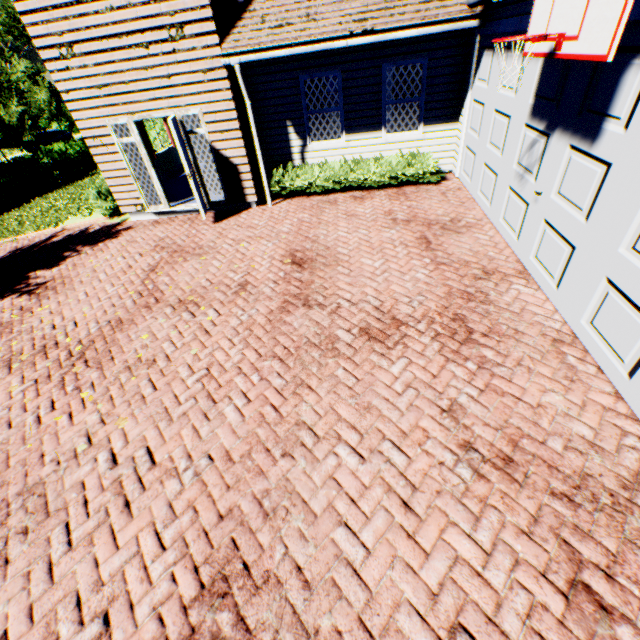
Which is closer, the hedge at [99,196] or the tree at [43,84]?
the hedge at [99,196]

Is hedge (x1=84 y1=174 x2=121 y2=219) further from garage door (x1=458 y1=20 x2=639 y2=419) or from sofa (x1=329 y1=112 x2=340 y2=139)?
garage door (x1=458 y1=20 x2=639 y2=419)

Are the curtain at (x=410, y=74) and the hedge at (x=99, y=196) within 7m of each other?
no

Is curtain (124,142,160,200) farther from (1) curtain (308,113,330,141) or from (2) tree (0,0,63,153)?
(2) tree (0,0,63,153)

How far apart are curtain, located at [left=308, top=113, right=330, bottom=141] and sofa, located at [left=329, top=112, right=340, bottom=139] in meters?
4.1 m

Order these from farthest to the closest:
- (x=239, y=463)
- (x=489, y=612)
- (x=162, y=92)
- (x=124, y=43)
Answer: (x=162, y=92), (x=124, y=43), (x=239, y=463), (x=489, y=612)

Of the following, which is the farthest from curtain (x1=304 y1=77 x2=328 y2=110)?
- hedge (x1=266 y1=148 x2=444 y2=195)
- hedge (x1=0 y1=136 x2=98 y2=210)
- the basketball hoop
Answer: hedge (x1=0 y1=136 x2=98 y2=210)

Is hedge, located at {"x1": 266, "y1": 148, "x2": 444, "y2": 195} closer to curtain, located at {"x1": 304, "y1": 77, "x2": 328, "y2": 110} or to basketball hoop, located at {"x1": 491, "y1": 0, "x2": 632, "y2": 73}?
curtain, located at {"x1": 304, "y1": 77, "x2": 328, "y2": 110}
